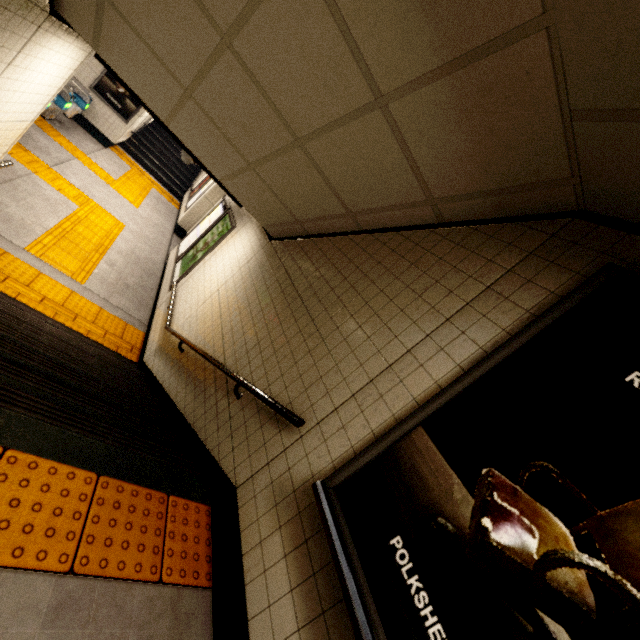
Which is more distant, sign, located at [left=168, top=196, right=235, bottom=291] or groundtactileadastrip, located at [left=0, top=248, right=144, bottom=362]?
sign, located at [left=168, top=196, right=235, bottom=291]

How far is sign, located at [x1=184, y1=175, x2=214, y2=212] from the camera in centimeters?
1091cm

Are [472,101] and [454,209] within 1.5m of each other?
yes

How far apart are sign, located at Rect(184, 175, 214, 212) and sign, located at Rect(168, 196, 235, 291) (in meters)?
4.77

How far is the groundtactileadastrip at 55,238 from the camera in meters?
5.3

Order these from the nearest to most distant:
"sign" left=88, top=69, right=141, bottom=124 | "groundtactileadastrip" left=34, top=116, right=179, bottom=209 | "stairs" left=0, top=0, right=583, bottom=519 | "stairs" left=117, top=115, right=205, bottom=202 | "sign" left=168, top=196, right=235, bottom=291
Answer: "stairs" left=0, top=0, right=583, bottom=519
"sign" left=168, top=196, right=235, bottom=291
"groundtactileadastrip" left=34, top=116, right=179, bottom=209
"sign" left=88, top=69, right=141, bottom=124
"stairs" left=117, top=115, right=205, bottom=202

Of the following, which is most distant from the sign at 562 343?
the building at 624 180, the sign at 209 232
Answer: the sign at 209 232

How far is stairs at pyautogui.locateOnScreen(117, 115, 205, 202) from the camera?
13.3m
